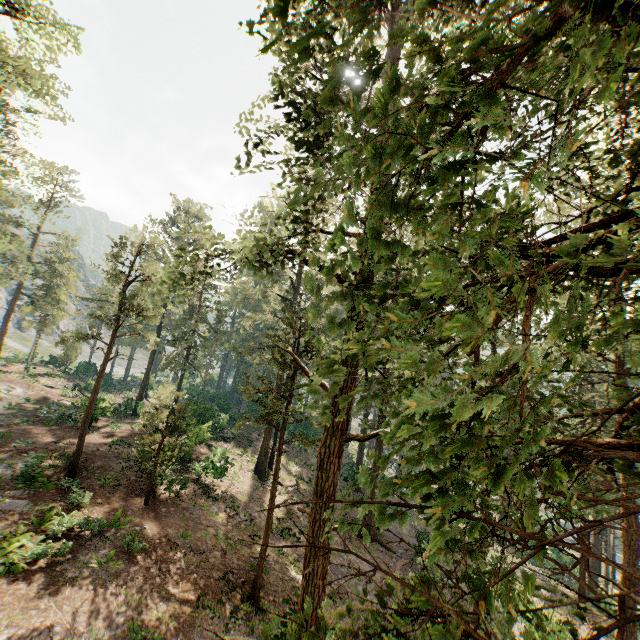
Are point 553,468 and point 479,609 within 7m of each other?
yes
